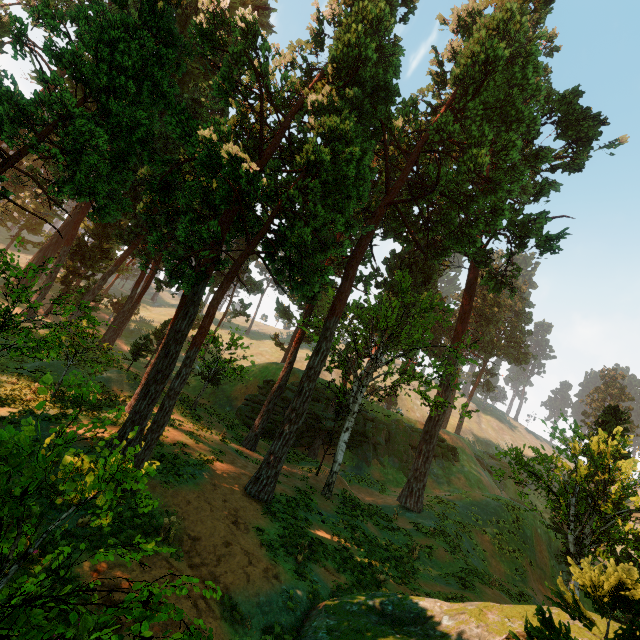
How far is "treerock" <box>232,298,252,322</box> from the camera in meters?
51.3 m

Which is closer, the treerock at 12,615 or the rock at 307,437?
the treerock at 12,615

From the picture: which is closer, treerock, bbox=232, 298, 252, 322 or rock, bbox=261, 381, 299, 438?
rock, bbox=261, 381, 299, 438

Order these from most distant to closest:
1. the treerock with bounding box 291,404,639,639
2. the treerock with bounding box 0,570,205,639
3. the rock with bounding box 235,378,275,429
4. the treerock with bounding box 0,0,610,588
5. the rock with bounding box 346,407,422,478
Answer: the rock with bounding box 346,407,422,478, the rock with bounding box 235,378,275,429, the treerock with bounding box 0,0,610,588, the treerock with bounding box 291,404,639,639, the treerock with bounding box 0,570,205,639

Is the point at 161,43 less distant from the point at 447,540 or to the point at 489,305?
the point at 447,540

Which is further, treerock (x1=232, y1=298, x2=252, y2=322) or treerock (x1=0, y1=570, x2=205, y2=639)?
treerock (x1=232, y1=298, x2=252, y2=322)

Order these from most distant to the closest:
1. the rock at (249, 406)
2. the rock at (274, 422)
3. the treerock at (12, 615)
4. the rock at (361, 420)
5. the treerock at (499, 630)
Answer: the rock at (361, 420), the rock at (249, 406), the rock at (274, 422), the treerock at (499, 630), the treerock at (12, 615)

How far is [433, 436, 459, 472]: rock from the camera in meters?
40.0
